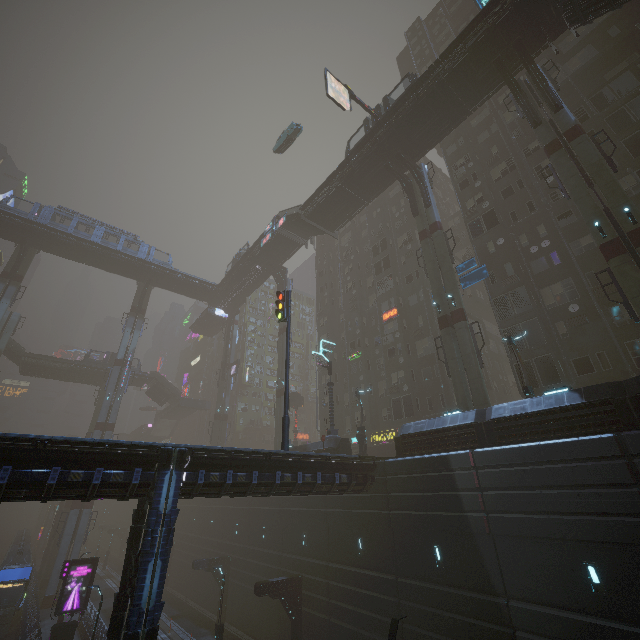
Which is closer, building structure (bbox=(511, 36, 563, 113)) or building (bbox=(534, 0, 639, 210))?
building structure (bbox=(511, 36, 563, 113))

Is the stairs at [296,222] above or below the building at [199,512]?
above

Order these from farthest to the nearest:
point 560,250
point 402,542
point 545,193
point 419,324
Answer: point 419,324 < point 545,193 < point 560,250 < point 402,542

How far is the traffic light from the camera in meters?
17.5

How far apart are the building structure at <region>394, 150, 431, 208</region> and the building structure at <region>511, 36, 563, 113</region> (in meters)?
9.95

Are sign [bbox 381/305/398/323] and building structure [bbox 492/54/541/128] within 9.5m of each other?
no

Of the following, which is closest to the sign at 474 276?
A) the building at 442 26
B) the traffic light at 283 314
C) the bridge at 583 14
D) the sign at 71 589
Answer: the building at 442 26

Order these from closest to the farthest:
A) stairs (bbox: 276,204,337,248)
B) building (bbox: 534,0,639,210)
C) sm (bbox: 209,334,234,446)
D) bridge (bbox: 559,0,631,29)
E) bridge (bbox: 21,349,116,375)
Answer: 1. bridge (bbox: 559,0,631,29)
2. building (bbox: 534,0,639,210)
3. stairs (bbox: 276,204,337,248)
4. bridge (bbox: 21,349,116,375)
5. sm (bbox: 209,334,234,446)
